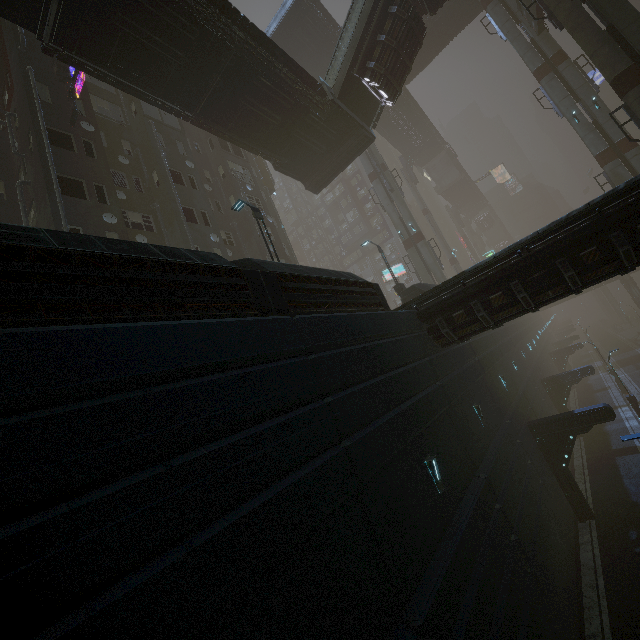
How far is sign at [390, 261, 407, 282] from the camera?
46.1m

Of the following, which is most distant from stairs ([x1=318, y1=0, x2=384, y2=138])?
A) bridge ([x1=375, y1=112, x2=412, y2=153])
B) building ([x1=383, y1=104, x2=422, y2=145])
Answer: building ([x1=383, y1=104, x2=422, y2=145])

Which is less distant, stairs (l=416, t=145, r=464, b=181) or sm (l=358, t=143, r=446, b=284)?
sm (l=358, t=143, r=446, b=284)

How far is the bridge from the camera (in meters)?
43.36

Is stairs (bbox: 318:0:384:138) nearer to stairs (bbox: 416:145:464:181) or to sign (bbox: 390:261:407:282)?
sign (bbox: 390:261:407:282)

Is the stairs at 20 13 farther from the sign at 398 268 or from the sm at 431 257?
the sign at 398 268

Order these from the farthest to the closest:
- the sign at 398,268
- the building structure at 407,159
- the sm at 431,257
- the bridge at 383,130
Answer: the building structure at 407,159 → the sign at 398,268 → the bridge at 383,130 → the sm at 431,257

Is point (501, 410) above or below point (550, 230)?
below
